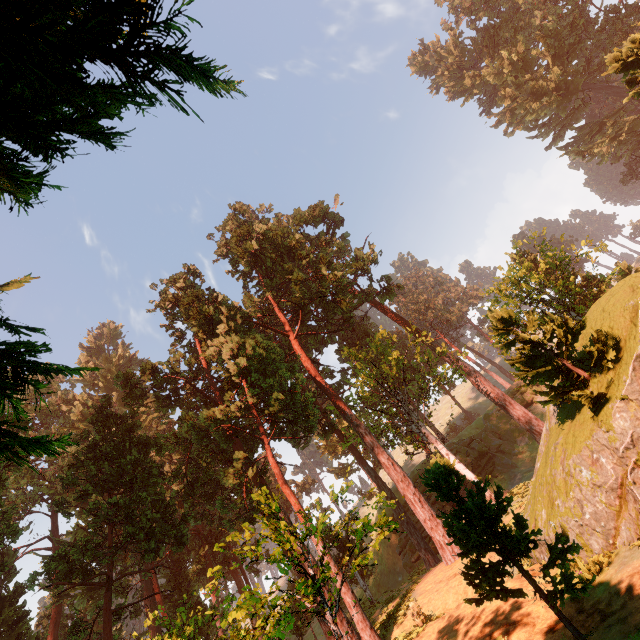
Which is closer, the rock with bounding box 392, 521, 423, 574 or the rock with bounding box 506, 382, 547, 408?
the rock with bounding box 392, 521, 423, 574

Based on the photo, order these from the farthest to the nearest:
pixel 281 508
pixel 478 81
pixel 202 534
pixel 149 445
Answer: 1. pixel 478 81
2. pixel 202 534
3. pixel 149 445
4. pixel 281 508

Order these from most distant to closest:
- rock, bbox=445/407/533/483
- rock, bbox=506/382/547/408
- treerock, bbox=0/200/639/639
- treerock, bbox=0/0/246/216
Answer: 1. rock, bbox=506/382/547/408
2. rock, bbox=445/407/533/483
3. treerock, bbox=0/200/639/639
4. treerock, bbox=0/0/246/216

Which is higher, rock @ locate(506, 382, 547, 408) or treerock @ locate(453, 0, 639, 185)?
treerock @ locate(453, 0, 639, 185)

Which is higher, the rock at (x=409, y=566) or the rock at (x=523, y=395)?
the rock at (x=523, y=395)

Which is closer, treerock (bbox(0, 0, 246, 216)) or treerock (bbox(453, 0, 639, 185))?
treerock (bbox(0, 0, 246, 216))

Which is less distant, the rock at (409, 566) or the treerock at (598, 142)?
the rock at (409, 566)
